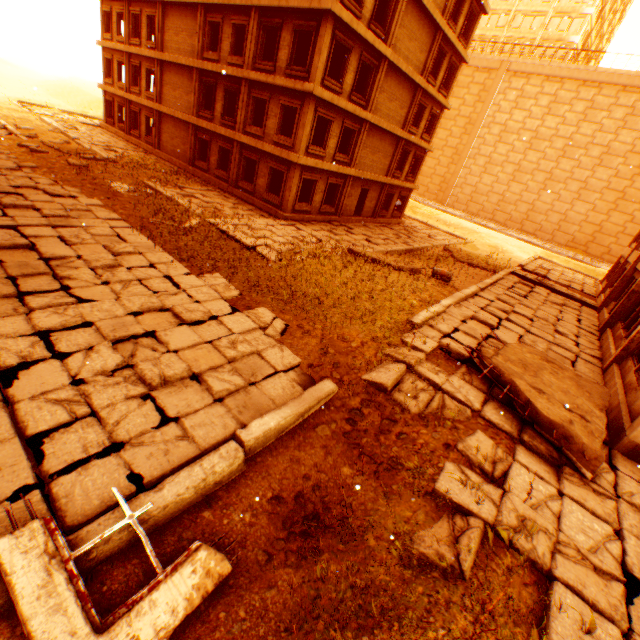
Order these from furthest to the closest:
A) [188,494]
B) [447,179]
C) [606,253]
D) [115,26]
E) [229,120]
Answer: [447,179], [606,253], [115,26], [229,120], [188,494]

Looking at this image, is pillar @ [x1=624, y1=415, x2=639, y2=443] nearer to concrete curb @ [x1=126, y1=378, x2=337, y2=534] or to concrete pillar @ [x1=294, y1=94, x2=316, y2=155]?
concrete curb @ [x1=126, y1=378, x2=337, y2=534]

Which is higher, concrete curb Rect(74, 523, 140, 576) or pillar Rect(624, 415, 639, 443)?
pillar Rect(624, 415, 639, 443)

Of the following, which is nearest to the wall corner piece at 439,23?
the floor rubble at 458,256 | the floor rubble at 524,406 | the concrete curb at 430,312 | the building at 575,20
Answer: the floor rubble at 524,406

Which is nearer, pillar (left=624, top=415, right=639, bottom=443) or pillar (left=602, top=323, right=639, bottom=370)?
pillar (left=624, top=415, right=639, bottom=443)

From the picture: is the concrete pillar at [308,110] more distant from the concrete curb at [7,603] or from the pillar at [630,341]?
the pillar at [630,341]

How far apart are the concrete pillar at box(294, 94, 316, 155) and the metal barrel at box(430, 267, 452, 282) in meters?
9.1

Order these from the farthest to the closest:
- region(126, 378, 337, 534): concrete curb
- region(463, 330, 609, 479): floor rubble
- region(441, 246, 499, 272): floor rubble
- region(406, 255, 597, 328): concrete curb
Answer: region(441, 246, 499, 272): floor rubble < region(406, 255, 597, 328): concrete curb < region(463, 330, 609, 479): floor rubble < region(126, 378, 337, 534): concrete curb
